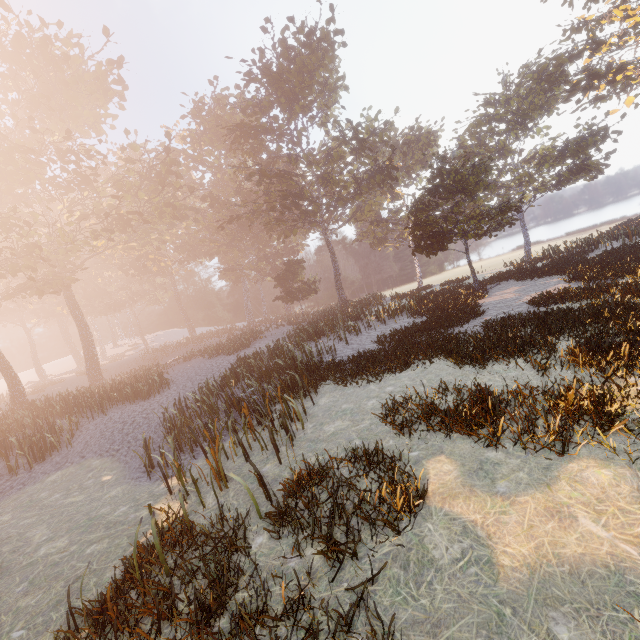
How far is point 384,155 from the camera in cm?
4453
